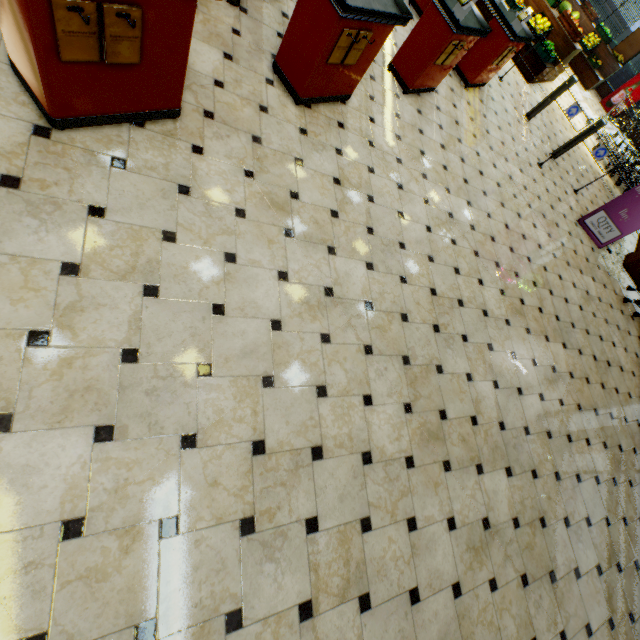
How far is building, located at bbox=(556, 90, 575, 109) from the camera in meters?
9.5 m

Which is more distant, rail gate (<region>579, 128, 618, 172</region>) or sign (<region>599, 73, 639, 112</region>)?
sign (<region>599, 73, 639, 112</region>)

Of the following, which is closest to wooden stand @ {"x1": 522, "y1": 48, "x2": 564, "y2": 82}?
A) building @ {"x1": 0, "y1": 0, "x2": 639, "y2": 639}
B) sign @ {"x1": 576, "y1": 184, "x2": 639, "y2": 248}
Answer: building @ {"x1": 0, "y1": 0, "x2": 639, "y2": 639}

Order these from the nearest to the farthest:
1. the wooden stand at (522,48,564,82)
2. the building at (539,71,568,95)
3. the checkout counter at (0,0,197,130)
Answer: the checkout counter at (0,0,197,130)
the wooden stand at (522,48,564,82)
the building at (539,71,568,95)

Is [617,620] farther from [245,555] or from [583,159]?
[583,159]

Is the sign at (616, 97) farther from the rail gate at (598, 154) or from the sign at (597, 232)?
the sign at (597, 232)

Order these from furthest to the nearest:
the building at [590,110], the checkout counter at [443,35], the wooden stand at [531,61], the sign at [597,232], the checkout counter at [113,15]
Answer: the building at [590,110]
the wooden stand at [531,61]
the sign at [597,232]
the checkout counter at [443,35]
the checkout counter at [113,15]
